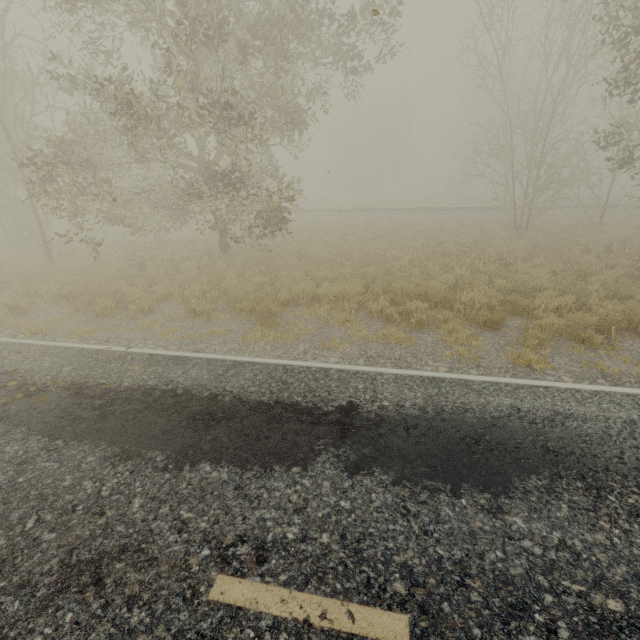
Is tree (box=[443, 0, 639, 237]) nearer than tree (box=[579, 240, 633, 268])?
Yes

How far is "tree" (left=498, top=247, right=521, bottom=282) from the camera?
10.35m

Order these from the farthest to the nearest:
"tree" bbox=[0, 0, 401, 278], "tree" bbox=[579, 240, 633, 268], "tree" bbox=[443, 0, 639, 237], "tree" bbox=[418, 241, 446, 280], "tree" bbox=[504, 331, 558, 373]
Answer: "tree" bbox=[579, 240, 633, 268] → "tree" bbox=[418, 241, 446, 280] → "tree" bbox=[443, 0, 639, 237] → "tree" bbox=[0, 0, 401, 278] → "tree" bbox=[504, 331, 558, 373]

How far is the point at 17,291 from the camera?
10.2m

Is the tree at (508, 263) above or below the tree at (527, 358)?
above

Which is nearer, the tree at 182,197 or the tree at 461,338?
the tree at 461,338
